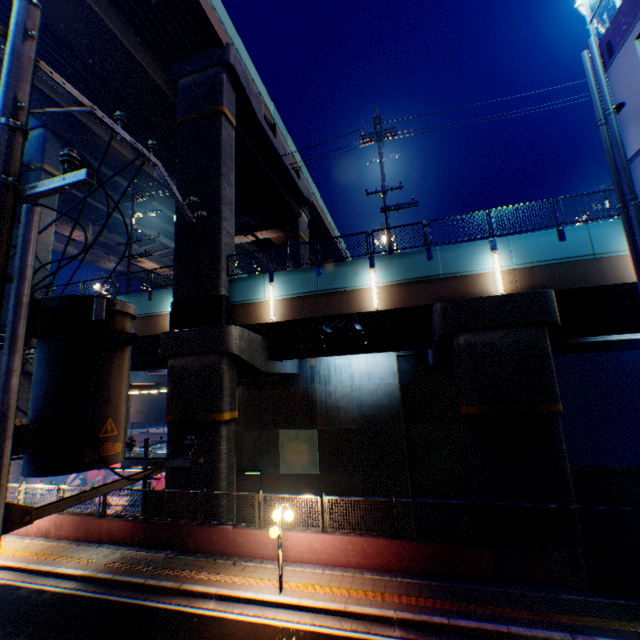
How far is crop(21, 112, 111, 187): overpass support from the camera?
21.5 meters

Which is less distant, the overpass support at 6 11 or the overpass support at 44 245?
the overpass support at 6 11

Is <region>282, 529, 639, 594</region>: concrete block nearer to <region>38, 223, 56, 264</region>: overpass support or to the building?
the building

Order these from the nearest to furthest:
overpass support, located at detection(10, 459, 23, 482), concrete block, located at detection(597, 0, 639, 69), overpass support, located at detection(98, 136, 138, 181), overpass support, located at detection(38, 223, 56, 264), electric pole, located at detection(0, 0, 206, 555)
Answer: electric pole, located at detection(0, 0, 206, 555) → concrete block, located at detection(597, 0, 639, 69) → overpass support, located at detection(10, 459, 23, 482) → overpass support, located at detection(38, 223, 56, 264) → overpass support, located at detection(98, 136, 138, 181)

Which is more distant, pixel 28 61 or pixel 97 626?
pixel 97 626

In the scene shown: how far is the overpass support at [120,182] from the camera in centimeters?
2611cm

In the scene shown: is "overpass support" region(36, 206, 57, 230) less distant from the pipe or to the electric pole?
the pipe
